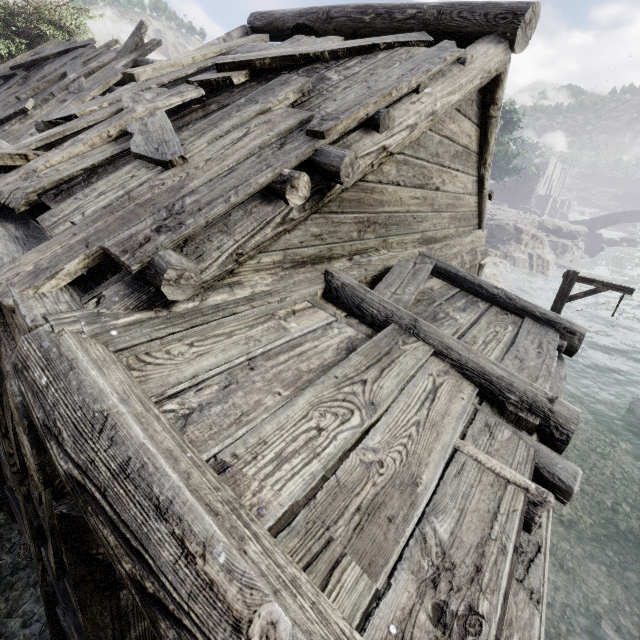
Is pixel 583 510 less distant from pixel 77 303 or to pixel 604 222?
pixel 77 303

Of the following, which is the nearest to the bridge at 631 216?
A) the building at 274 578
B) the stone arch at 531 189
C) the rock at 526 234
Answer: the stone arch at 531 189

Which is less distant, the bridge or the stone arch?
the bridge

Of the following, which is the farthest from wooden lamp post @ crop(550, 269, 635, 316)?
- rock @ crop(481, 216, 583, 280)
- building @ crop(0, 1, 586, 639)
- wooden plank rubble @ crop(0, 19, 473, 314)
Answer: rock @ crop(481, 216, 583, 280)

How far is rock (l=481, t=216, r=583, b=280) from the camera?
29.62m

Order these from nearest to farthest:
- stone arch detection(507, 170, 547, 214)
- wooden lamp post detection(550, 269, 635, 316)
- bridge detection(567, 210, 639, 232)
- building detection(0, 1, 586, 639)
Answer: building detection(0, 1, 586, 639)
wooden lamp post detection(550, 269, 635, 316)
bridge detection(567, 210, 639, 232)
stone arch detection(507, 170, 547, 214)

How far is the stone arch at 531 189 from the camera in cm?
5103

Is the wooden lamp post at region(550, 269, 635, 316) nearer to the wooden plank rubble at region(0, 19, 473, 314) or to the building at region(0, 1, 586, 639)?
the building at region(0, 1, 586, 639)
